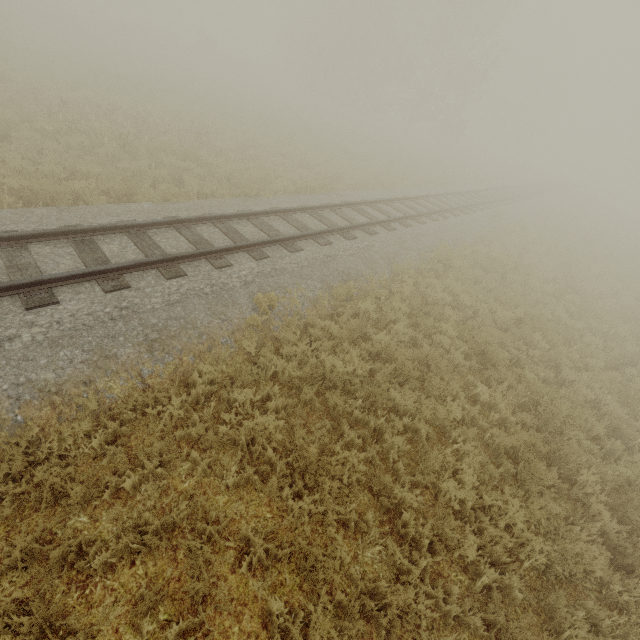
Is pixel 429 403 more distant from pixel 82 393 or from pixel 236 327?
pixel 82 393
